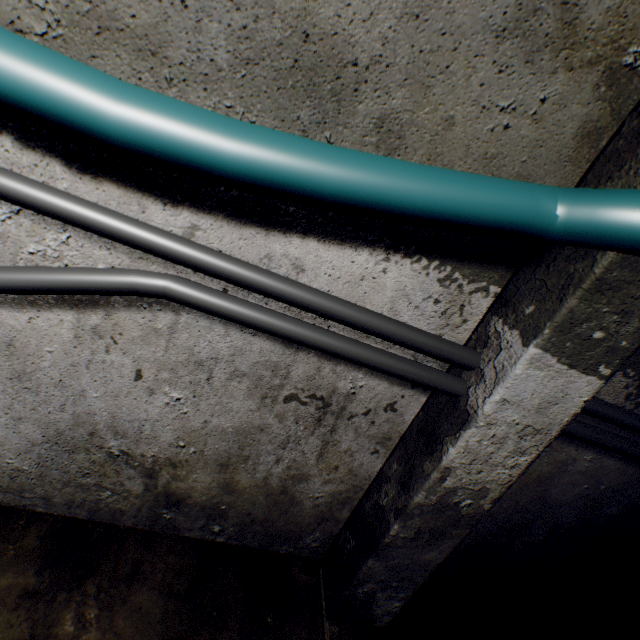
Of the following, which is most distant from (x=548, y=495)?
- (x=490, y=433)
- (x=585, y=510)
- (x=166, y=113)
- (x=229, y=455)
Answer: (x=166, y=113)

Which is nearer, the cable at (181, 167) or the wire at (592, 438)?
the cable at (181, 167)

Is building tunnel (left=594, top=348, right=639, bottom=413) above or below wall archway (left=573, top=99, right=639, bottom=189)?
below

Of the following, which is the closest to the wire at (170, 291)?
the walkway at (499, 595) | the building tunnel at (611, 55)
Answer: the building tunnel at (611, 55)

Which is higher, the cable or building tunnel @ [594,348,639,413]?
the cable

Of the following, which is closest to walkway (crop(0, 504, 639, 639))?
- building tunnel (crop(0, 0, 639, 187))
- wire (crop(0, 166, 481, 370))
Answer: building tunnel (crop(0, 0, 639, 187))

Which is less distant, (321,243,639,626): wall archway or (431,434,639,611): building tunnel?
(321,243,639,626): wall archway

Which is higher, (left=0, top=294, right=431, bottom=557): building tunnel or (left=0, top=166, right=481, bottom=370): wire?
(left=0, top=166, right=481, bottom=370): wire
